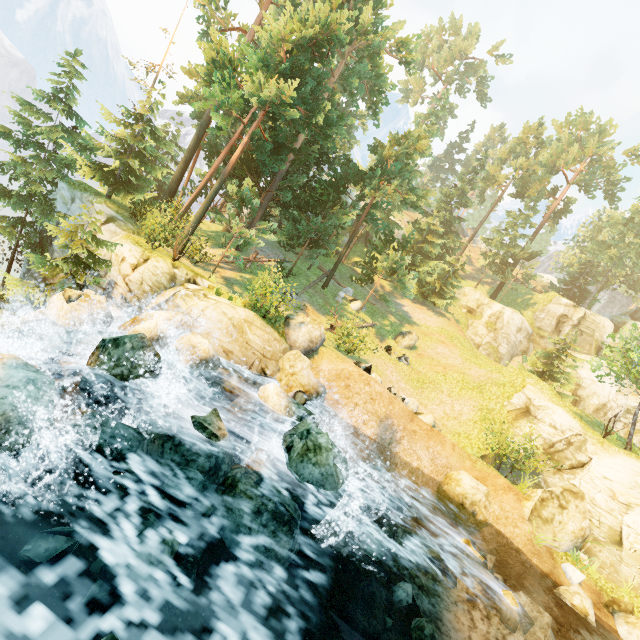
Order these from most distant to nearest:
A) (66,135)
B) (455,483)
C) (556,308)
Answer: (556,308), (66,135), (455,483)

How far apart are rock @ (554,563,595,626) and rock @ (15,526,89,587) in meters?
14.5 m

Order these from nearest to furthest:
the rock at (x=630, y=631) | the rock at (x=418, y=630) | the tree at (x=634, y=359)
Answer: the rock at (x=418, y=630)
the rock at (x=630, y=631)
the tree at (x=634, y=359)

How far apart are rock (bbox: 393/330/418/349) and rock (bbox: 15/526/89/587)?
22.39m

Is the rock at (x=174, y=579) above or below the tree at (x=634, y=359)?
below

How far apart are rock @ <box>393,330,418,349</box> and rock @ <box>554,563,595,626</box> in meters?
15.5

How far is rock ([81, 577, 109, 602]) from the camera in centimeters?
465cm

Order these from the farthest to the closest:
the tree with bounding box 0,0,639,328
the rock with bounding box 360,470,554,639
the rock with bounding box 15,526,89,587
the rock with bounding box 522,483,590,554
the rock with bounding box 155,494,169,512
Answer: the tree with bounding box 0,0,639,328
the rock with bounding box 522,483,590,554
the rock with bounding box 360,470,554,639
the rock with bounding box 155,494,169,512
the rock with bounding box 15,526,89,587
